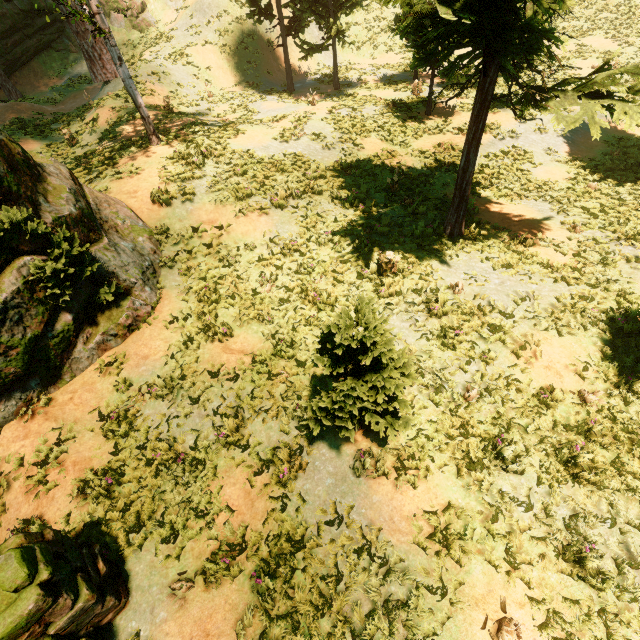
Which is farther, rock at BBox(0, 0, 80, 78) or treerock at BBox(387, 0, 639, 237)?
rock at BBox(0, 0, 80, 78)

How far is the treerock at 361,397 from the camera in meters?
4.2 m

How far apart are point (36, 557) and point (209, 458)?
2.9 meters

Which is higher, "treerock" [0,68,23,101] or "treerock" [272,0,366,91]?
"treerock" [272,0,366,91]

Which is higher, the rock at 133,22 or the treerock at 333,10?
the rock at 133,22

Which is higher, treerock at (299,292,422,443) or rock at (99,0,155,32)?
rock at (99,0,155,32)
